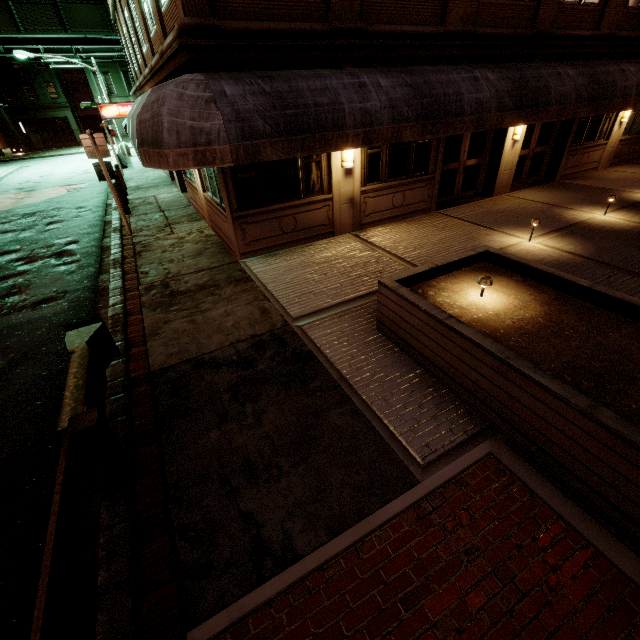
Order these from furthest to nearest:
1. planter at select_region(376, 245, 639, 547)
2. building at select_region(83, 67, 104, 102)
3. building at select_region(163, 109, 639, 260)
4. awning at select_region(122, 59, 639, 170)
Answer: building at select_region(83, 67, 104, 102)
building at select_region(163, 109, 639, 260)
awning at select_region(122, 59, 639, 170)
planter at select_region(376, 245, 639, 547)

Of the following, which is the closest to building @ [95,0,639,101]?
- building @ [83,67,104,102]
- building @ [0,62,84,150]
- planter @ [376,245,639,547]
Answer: planter @ [376,245,639,547]

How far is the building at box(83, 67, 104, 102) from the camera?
41.84m

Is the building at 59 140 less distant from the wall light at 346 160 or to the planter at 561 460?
the wall light at 346 160

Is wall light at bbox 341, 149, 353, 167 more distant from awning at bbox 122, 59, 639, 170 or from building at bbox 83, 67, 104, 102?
building at bbox 83, 67, 104, 102

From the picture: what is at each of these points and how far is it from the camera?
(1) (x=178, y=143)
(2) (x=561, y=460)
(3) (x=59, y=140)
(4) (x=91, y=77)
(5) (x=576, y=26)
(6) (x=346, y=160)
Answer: (1) awning, 5.83m
(2) planter, 3.27m
(3) building, 45.16m
(4) building, 42.19m
(5) building, 10.38m
(6) wall light, 8.59m

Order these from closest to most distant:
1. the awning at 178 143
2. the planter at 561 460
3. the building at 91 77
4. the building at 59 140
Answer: the planter at 561 460 → the awning at 178 143 → the building at 59 140 → the building at 91 77

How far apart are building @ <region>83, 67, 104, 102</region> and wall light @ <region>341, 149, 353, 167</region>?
52.3m
